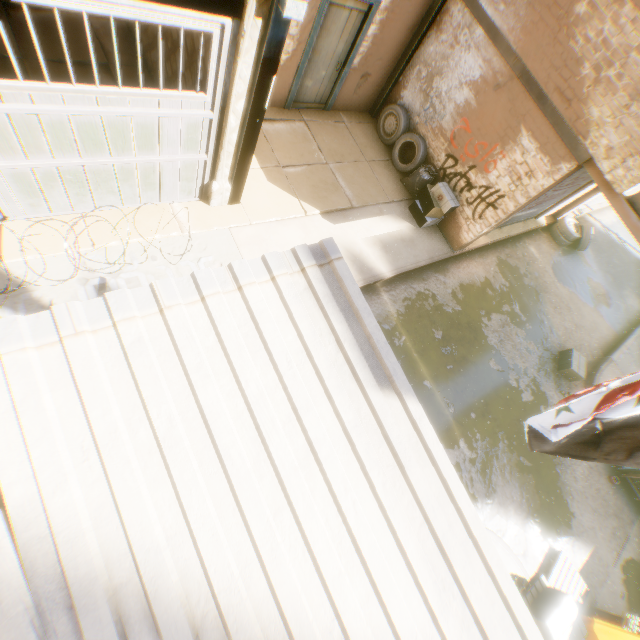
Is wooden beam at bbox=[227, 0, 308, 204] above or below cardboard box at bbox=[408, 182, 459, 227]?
above

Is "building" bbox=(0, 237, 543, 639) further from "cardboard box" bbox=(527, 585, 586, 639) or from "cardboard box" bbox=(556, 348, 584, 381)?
"cardboard box" bbox=(556, 348, 584, 381)

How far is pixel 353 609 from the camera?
1.60m

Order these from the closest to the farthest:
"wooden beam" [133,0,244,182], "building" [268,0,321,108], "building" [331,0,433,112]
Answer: "wooden beam" [133,0,244,182]
"building" [268,0,321,108]
"building" [331,0,433,112]

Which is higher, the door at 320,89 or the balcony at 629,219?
the balcony at 629,219

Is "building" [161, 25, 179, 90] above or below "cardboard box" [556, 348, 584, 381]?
above

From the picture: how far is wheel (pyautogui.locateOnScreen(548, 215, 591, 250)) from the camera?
11.52m

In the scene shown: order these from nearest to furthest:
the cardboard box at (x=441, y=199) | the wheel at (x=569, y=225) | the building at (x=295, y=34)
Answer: the building at (x=295, y=34)
the cardboard box at (x=441, y=199)
the wheel at (x=569, y=225)
